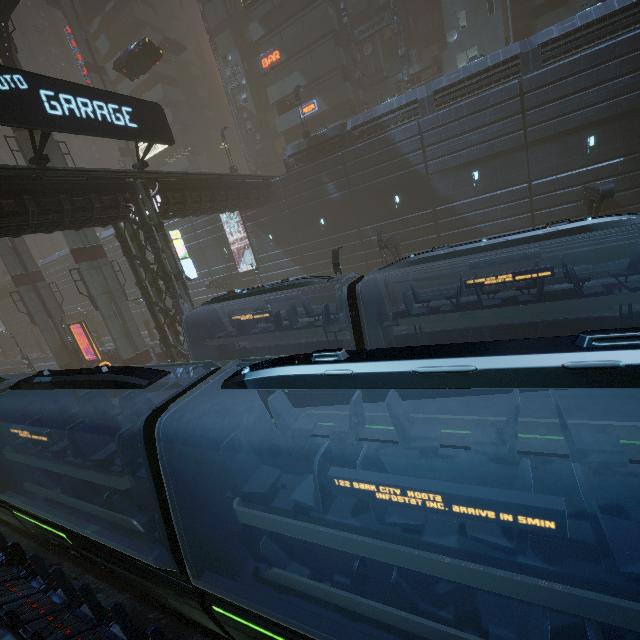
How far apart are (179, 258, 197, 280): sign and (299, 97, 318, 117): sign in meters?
22.7

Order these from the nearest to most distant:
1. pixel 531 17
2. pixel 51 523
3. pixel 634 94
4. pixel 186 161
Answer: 1. pixel 51 523
2. pixel 634 94
3. pixel 531 17
4. pixel 186 161

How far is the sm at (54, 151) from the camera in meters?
22.7 m

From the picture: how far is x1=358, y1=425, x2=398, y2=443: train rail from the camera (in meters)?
11.68

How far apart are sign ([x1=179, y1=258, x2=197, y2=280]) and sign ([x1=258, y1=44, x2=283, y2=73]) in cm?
2552

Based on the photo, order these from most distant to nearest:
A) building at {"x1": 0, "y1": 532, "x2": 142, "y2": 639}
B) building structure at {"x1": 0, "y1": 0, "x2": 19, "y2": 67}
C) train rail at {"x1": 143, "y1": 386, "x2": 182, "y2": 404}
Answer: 1. train rail at {"x1": 143, "y1": 386, "x2": 182, "y2": 404}
2. building structure at {"x1": 0, "y1": 0, "x2": 19, "y2": 67}
3. building at {"x1": 0, "y1": 532, "x2": 142, "y2": 639}

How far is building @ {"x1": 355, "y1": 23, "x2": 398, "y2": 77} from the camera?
32.1m

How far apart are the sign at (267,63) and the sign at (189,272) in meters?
25.5
